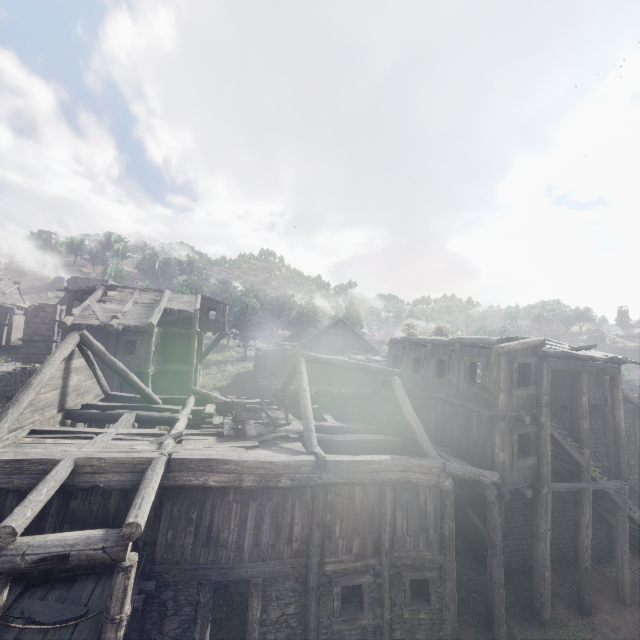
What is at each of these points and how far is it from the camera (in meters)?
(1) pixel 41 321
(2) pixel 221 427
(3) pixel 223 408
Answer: (1) stone arch, 32.72
(2) wooden plank rubble, 12.65
(3) broken furniture, 14.15

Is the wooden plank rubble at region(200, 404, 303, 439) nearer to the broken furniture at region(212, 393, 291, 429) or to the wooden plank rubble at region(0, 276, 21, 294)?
the broken furniture at region(212, 393, 291, 429)

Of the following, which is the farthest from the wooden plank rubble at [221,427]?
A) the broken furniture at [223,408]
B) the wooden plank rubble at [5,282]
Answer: the wooden plank rubble at [5,282]

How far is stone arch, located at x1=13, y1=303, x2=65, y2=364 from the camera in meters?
32.2 m

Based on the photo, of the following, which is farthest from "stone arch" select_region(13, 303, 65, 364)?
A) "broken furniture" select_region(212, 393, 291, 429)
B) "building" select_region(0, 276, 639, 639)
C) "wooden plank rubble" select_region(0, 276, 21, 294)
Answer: "broken furniture" select_region(212, 393, 291, 429)

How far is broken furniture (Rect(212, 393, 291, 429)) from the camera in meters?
12.9 m

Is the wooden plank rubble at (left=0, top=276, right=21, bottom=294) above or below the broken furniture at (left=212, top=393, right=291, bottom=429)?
above

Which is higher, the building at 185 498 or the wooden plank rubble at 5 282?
the wooden plank rubble at 5 282
